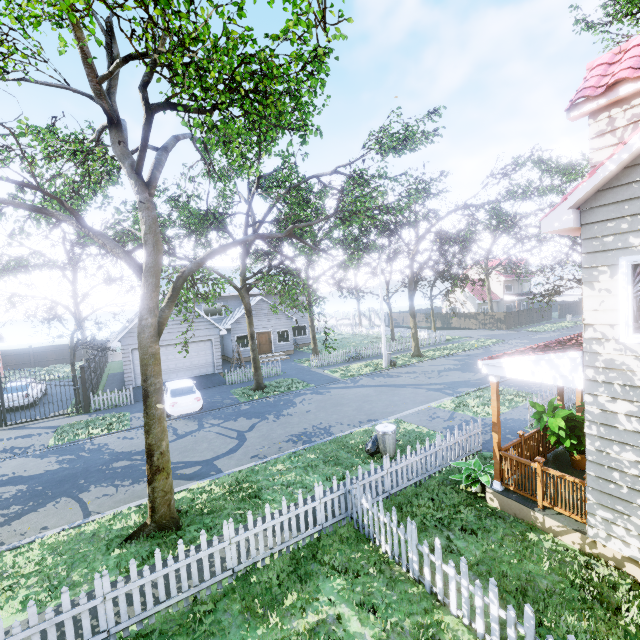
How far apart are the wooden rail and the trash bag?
3.7m

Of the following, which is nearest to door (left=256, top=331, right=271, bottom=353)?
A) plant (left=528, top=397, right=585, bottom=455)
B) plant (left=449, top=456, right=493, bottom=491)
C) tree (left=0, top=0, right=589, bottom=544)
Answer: tree (left=0, top=0, right=589, bottom=544)

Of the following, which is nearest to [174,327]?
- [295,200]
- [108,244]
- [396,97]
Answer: [295,200]

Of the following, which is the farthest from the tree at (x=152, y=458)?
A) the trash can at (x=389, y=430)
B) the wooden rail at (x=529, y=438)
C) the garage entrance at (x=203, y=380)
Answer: the wooden rail at (x=529, y=438)

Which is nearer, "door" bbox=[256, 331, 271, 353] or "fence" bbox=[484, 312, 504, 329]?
"door" bbox=[256, 331, 271, 353]

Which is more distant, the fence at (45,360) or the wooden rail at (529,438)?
the fence at (45,360)

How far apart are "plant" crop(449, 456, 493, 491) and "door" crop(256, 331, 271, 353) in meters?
23.0

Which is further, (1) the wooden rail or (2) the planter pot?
(2) the planter pot
